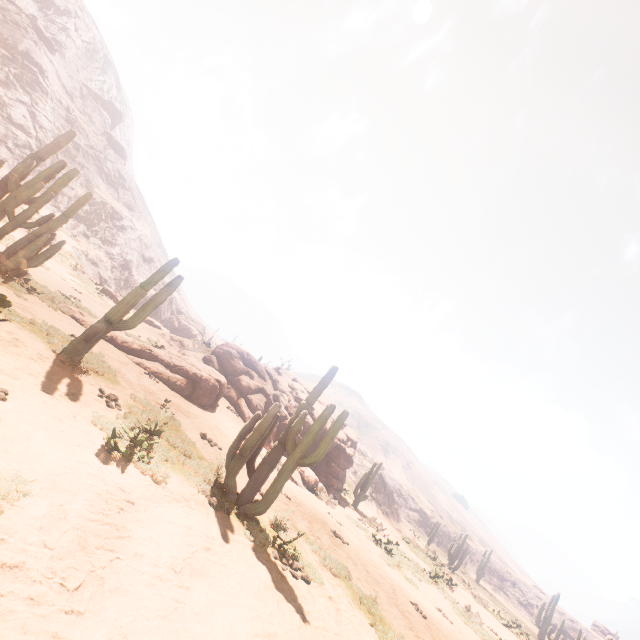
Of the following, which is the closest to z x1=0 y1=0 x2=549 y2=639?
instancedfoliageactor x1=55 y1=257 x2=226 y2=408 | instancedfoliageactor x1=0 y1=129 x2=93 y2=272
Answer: instancedfoliageactor x1=0 y1=129 x2=93 y2=272

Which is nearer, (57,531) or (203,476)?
Answer: (57,531)

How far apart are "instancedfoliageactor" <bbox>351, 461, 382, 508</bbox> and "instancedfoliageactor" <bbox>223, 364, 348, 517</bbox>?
16.4m

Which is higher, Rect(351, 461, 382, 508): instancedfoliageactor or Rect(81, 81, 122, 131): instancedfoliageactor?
Rect(81, 81, 122, 131): instancedfoliageactor

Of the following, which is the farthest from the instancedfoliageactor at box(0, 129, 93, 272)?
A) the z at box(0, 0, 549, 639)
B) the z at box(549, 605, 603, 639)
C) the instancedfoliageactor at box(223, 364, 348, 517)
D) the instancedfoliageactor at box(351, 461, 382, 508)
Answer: the z at box(549, 605, 603, 639)

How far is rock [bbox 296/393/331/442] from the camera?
18.2m

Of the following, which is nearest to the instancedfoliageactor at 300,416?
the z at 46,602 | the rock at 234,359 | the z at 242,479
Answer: the z at 242,479

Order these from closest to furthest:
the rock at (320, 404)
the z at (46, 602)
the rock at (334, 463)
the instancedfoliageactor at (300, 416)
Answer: the z at (46, 602) → the instancedfoliageactor at (300, 416) → the rock at (334, 463) → the rock at (320, 404)
